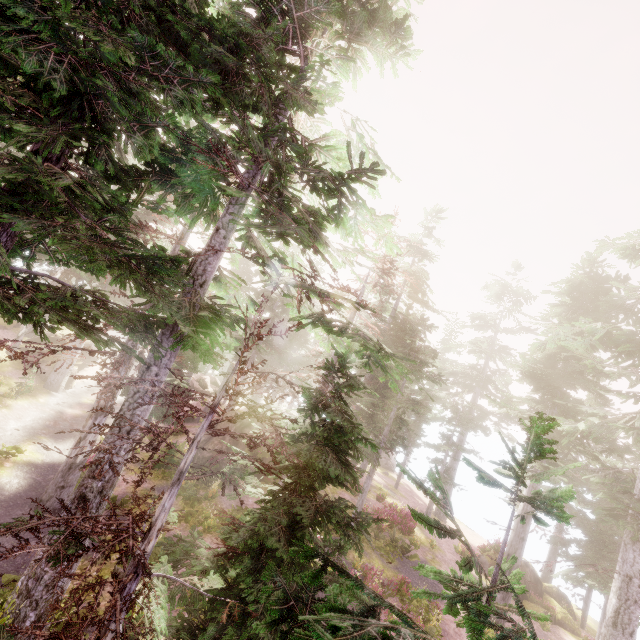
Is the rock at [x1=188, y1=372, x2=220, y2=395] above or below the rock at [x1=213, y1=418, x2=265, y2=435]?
below

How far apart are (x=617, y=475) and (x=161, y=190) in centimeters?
2239cm

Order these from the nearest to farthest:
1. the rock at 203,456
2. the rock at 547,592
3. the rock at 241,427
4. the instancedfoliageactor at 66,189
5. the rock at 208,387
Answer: the instancedfoliageactor at 66,189, the rock at 203,456, the rock at 241,427, the rock at 547,592, the rock at 208,387

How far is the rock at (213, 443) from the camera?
19.7 meters

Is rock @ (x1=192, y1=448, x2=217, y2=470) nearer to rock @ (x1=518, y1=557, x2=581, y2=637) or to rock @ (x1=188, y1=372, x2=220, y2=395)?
rock @ (x1=188, y1=372, x2=220, y2=395)

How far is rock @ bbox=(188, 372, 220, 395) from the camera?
36.91m

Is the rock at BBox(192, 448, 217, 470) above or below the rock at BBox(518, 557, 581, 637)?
above

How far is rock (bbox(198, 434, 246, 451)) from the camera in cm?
1969
